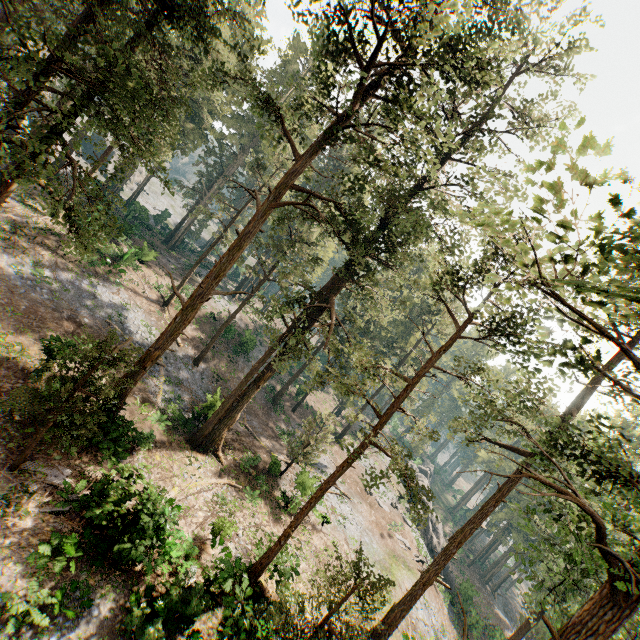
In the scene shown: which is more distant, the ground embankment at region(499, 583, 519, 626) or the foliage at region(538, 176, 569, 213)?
the ground embankment at region(499, 583, 519, 626)

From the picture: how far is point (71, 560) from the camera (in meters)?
12.52

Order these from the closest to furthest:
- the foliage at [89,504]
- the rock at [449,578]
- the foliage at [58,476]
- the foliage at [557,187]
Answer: the foliage at [557,187]
the foliage at [89,504]
the foliage at [58,476]
the rock at [449,578]

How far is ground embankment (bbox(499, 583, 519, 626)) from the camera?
48.80m

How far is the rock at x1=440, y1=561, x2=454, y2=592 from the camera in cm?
4038

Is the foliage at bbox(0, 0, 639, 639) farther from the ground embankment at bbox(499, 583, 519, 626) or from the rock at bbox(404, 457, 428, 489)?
the rock at bbox(404, 457, 428, 489)

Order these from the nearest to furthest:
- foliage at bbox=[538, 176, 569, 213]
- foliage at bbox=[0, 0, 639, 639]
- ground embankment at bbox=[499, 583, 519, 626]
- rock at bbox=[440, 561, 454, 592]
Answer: foliage at bbox=[538, 176, 569, 213] < foliage at bbox=[0, 0, 639, 639] < rock at bbox=[440, 561, 454, 592] < ground embankment at bbox=[499, 583, 519, 626]

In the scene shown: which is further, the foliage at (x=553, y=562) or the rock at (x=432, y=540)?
the rock at (x=432, y=540)
